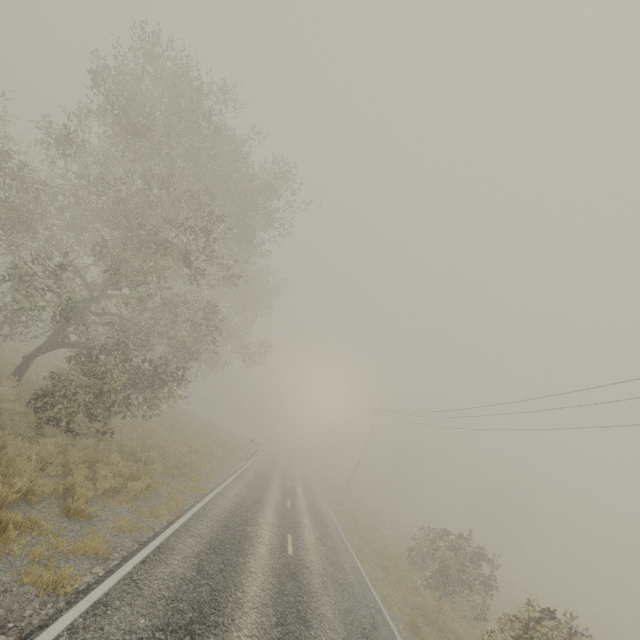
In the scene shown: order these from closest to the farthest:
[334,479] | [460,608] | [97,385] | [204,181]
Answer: [97,385] → [204,181] → [460,608] → [334,479]
